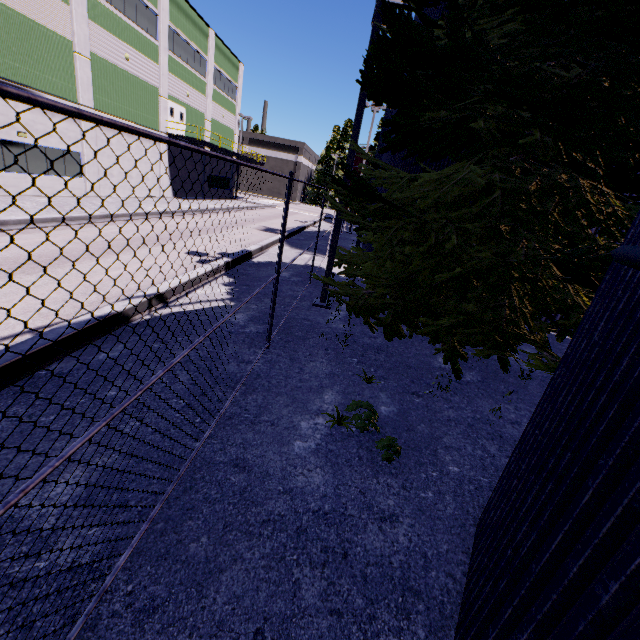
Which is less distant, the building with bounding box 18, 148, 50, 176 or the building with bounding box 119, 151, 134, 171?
the building with bounding box 18, 148, 50, 176

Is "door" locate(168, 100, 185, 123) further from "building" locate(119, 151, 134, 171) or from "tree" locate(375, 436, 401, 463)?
"tree" locate(375, 436, 401, 463)

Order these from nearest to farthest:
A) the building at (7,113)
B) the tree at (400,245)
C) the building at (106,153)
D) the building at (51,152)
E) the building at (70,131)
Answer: the tree at (400,245)
the building at (7,113)
the building at (51,152)
the building at (70,131)
the building at (106,153)

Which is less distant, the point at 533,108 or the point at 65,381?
the point at 65,381

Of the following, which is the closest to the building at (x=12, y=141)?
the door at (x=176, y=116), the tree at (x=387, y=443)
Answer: the door at (x=176, y=116)

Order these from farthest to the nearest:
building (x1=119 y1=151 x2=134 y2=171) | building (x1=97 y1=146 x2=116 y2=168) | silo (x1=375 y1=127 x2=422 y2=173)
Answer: building (x1=119 y1=151 x2=134 y2=171) < building (x1=97 y1=146 x2=116 y2=168) < silo (x1=375 y1=127 x2=422 y2=173)

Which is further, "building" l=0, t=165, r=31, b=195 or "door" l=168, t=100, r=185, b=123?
"door" l=168, t=100, r=185, b=123
